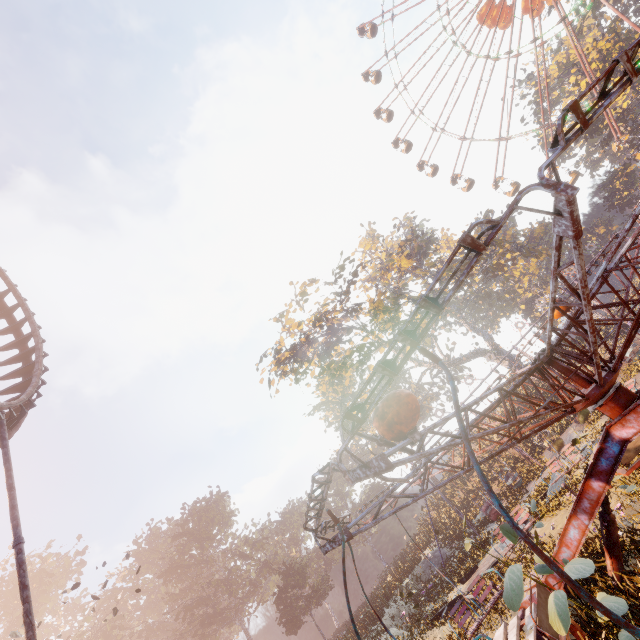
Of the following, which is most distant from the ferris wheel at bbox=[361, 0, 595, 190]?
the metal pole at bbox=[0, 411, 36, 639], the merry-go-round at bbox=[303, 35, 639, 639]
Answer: the metal pole at bbox=[0, 411, 36, 639]

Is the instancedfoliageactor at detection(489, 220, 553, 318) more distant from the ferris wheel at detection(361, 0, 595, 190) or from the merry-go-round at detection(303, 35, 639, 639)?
the merry-go-round at detection(303, 35, 639, 639)

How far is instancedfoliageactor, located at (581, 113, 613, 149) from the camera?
37.66m

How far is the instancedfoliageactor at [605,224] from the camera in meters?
51.2

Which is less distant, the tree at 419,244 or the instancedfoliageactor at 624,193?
the tree at 419,244

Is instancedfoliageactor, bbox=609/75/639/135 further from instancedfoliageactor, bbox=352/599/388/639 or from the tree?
instancedfoliageactor, bbox=352/599/388/639

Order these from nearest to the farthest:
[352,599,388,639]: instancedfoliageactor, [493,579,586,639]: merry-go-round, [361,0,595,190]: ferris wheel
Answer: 1. [493,579,586,639]: merry-go-round
2. [352,599,388,639]: instancedfoliageactor
3. [361,0,595,190]: ferris wheel

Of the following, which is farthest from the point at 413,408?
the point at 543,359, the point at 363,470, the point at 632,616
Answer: the point at 632,616
